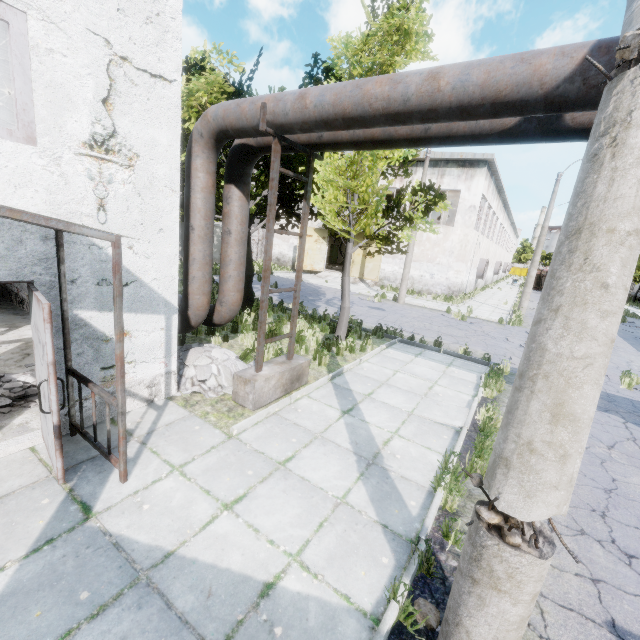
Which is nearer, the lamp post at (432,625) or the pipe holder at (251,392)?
the lamp post at (432,625)

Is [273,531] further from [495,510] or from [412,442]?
[412,442]

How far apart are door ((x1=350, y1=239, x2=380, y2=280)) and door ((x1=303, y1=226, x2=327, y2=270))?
2.7m

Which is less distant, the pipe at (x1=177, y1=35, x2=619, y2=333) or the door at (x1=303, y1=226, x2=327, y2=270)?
the pipe at (x1=177, y1=35, x2=619, y2=333)

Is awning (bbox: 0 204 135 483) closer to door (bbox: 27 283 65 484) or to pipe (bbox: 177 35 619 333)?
door (bbox: 27 283 65 484)

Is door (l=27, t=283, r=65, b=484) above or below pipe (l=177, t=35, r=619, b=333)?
below

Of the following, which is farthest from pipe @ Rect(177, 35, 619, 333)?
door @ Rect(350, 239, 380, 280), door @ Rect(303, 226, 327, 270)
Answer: door @ Rect(350, 239, 380, 280)

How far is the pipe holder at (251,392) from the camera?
5.4m
